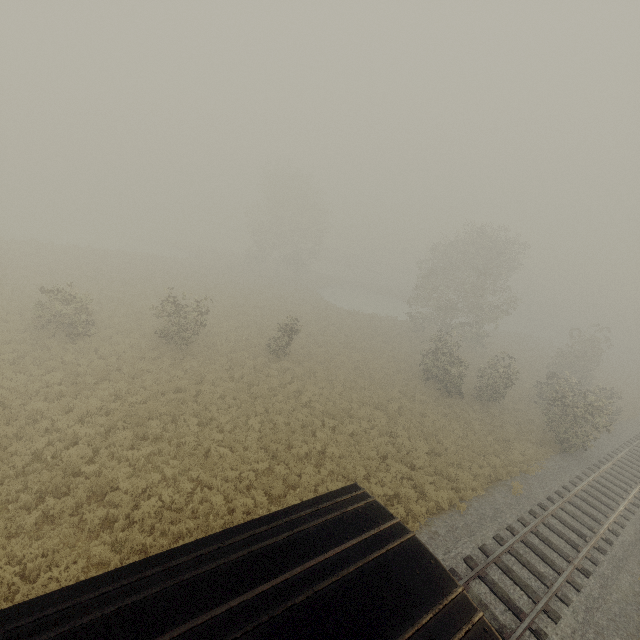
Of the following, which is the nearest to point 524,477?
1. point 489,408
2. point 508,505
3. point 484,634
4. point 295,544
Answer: point 508,505

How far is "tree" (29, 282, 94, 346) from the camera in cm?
1742

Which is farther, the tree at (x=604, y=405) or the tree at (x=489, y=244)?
the tree at (x=489, y=244)

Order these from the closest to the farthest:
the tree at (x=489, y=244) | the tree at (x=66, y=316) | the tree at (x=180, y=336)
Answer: the tree at (x=66, y=316), the tree at (x=180, y=336), the tree at (x=489, y=244)

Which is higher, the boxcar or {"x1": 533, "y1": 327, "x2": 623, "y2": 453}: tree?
the boxcar

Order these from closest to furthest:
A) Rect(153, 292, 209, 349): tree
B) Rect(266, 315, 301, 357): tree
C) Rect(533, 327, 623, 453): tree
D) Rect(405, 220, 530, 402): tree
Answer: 1. Rect(153, 292, 209, 349): tree
2. Rect(533, 327, 623, 453): tree
3. Rect(266, 315, 301, 357): tree
4. Rect(405, 220, 530, 402): tree
